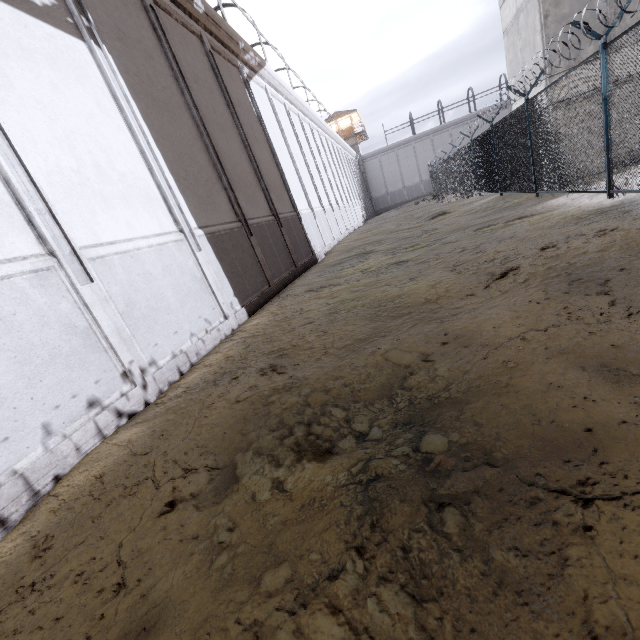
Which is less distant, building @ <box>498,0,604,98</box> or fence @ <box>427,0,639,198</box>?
fence @ <box>427,0,639,198</box>

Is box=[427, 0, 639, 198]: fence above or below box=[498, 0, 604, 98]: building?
below

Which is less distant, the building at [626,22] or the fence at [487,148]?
the fence at [487,148]

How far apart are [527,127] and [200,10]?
Result: 10.3m
